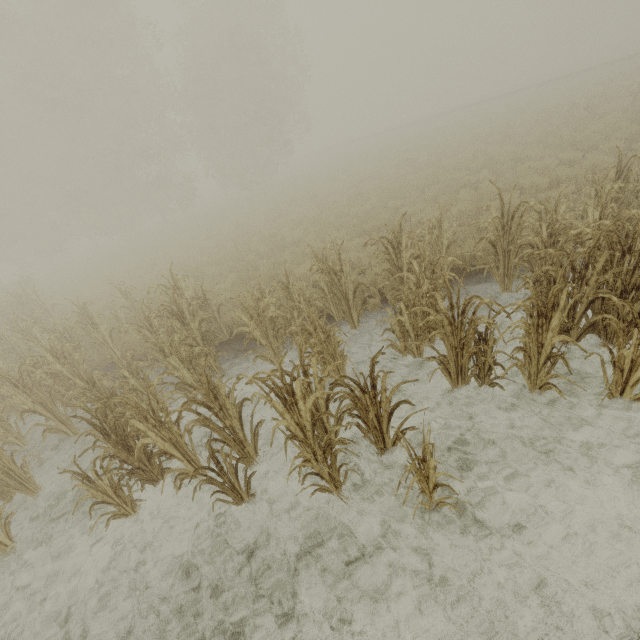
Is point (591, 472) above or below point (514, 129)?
below
